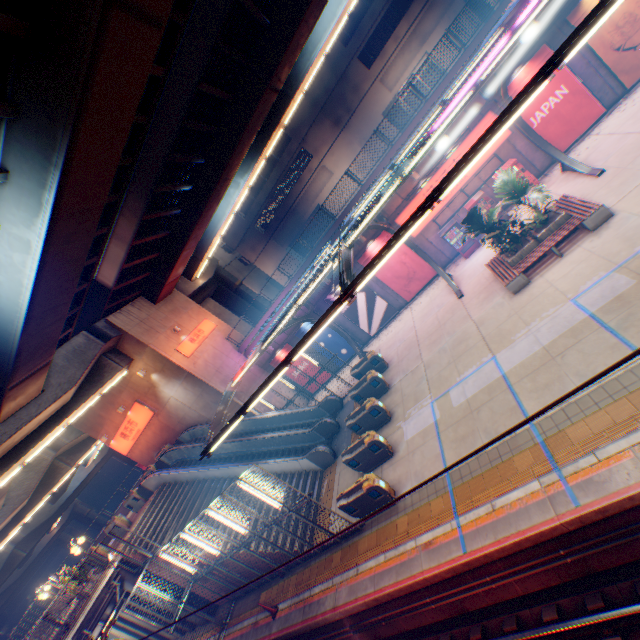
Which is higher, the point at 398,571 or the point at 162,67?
the point at 162,67

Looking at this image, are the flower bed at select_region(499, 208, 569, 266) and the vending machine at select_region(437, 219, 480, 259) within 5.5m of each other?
yes

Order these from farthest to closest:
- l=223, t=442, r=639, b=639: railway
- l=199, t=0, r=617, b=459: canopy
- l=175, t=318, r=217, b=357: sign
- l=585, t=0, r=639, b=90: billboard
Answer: l=175, t=318, r=217, b=357: sign
l=585, t=0, r=639, b=90: billboard
l=223, t=442, r=639, b=639: railway
l=199, t=0, r=617, b=459: canopy

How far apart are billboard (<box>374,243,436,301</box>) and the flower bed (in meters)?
6.51

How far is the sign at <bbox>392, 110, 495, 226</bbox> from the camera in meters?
15.8 m

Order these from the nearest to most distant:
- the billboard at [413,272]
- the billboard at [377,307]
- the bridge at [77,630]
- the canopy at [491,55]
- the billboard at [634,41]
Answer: the canopy at [491,55] → the billboard at [634,41] → the bridge at [77,630] → the billboard at [413,272] → the billboard at [377,307]

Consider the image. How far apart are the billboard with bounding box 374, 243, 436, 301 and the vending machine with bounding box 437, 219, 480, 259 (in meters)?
1.56

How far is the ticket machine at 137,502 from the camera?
21.4 meters
